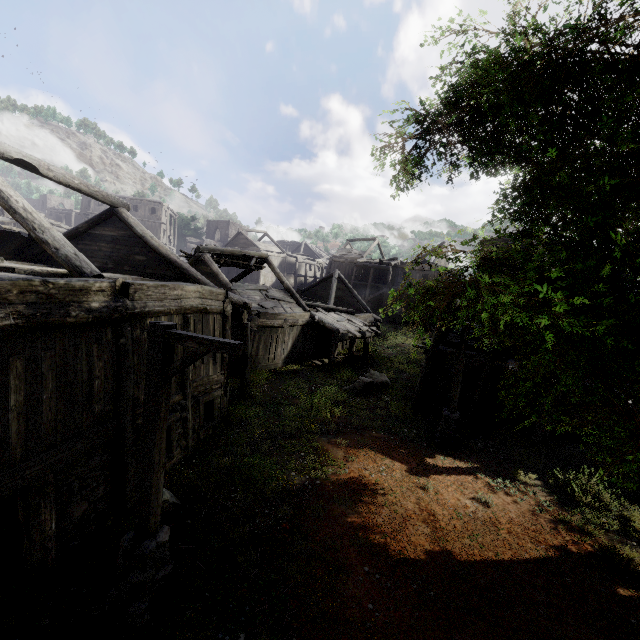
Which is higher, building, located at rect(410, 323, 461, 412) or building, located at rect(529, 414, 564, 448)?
building, located at rect(410, 323, 461, 412)

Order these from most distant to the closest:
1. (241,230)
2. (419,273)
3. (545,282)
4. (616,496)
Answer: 1. (241,230)
2. (419,273)
3. (616,496)
4. (545,282)

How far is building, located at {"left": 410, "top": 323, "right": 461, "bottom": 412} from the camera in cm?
1405

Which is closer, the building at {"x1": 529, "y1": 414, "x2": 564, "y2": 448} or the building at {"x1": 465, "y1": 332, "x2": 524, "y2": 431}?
the building at {"x1": 529, "y1": 414, "x2": 564, "y2": 448}

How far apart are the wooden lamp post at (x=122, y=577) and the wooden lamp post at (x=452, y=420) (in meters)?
8.32

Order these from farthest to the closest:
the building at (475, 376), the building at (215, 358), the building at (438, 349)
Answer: the building at (438, 349), the building at (475, 376), the building at (215, 358)

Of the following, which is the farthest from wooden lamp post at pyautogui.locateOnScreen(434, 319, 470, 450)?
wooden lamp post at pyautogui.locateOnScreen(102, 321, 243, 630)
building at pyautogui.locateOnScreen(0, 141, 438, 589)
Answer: wooden lamp post at pyautogui.locateOnScreen(102, 321, 243, 630)
